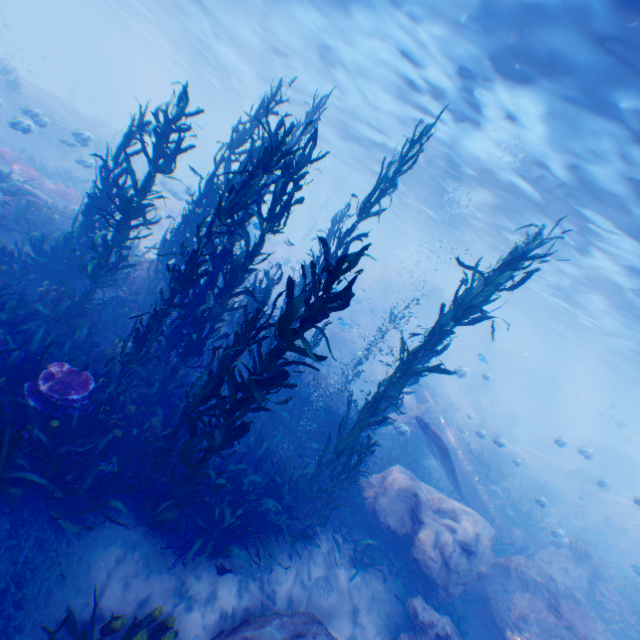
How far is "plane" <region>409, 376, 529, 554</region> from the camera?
11.3 meters

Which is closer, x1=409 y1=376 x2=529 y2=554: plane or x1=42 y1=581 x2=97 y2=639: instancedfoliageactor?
x1=42 y1=581 x2=97 y2=639: instancedfoliageactor

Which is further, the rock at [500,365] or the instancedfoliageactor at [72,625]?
the rock at [500,365]

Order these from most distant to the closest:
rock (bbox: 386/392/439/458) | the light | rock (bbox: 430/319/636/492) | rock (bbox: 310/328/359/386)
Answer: rock (bbox: 310/328/359/386), rock (bbox: 430/319/636/492), rock (bbox: 386/392/439/458), the light

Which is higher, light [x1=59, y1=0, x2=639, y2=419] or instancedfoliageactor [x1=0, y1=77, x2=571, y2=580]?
light [x1=59, y1=0, x2=639, y2=419]

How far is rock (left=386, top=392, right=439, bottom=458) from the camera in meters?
14.8 m

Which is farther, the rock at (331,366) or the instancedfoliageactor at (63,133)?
the rock at (331,366)

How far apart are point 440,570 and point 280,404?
5.8 meters
